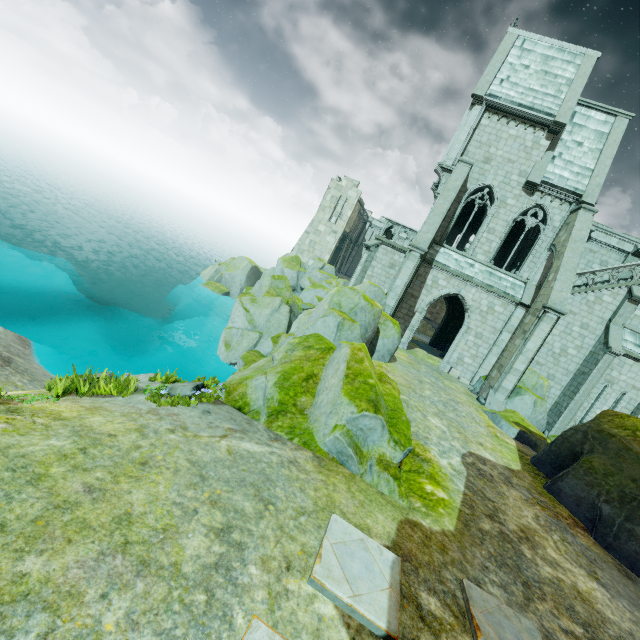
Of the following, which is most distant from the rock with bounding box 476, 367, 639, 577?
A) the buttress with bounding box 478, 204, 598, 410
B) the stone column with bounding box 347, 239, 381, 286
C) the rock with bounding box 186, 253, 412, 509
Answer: the stone column with bounding box 347, 239, 381, 286

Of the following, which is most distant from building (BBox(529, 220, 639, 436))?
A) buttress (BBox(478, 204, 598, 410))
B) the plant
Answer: the plant

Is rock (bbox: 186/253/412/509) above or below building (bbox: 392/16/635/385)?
below

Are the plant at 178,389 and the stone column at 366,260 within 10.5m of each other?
no

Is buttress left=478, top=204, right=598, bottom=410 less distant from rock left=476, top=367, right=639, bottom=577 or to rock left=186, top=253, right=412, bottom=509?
rock left=476, top=367, right=639, bottom=577

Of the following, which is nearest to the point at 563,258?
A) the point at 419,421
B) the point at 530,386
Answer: the point at 530,386

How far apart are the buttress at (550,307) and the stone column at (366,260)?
9.7 meters
